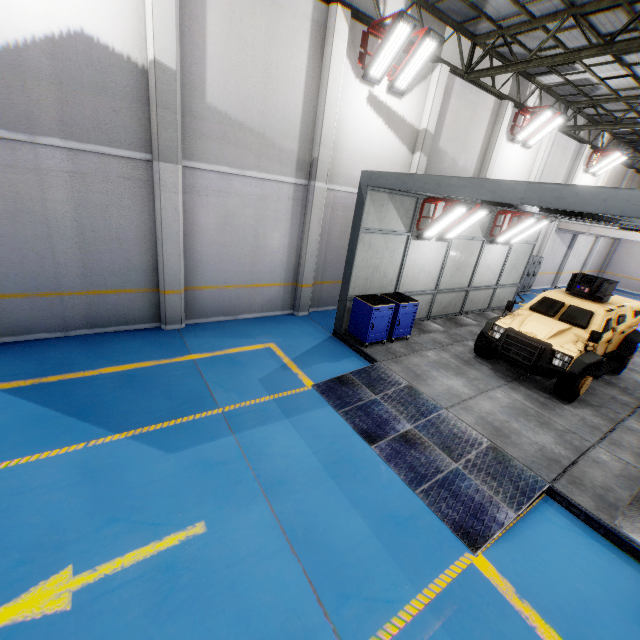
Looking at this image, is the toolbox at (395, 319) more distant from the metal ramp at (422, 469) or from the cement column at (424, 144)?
the cement column at (424, 144)

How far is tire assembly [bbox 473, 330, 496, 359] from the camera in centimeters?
866cm

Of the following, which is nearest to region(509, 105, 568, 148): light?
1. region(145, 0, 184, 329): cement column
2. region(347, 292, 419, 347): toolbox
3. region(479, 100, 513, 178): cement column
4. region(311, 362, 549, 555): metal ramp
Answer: region(479, 100, 513, 178): cement column

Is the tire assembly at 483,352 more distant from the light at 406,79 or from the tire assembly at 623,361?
the light at 406,79

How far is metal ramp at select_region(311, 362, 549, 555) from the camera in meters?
4.6 m

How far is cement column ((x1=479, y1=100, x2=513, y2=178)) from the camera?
12.21m

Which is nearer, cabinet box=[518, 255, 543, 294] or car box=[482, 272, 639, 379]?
car box=[482, 272, 639, 379]

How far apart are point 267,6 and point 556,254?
21.04m
